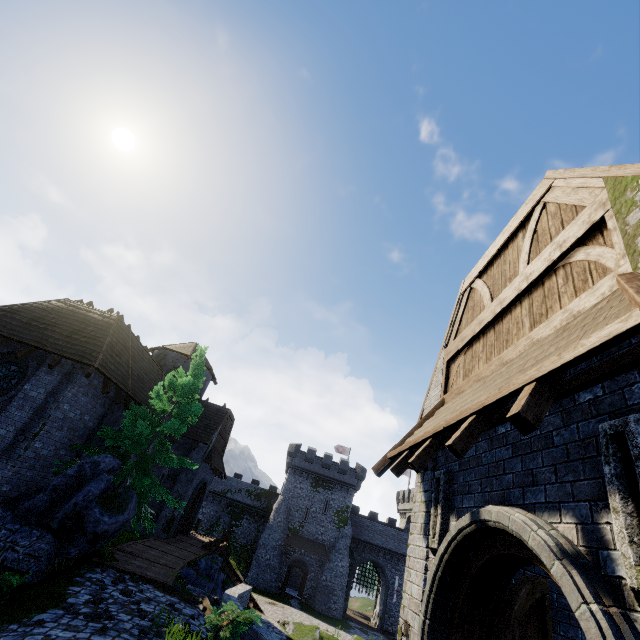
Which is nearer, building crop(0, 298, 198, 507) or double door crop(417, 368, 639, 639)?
double door crop(417, 368, 639, 639)

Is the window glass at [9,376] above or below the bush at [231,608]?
above

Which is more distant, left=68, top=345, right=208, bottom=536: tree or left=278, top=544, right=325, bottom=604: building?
left=278, top=544, right=325, bottom=604: building

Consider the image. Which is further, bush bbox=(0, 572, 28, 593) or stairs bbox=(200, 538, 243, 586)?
stairs bbox=(200, 538, 243, 586)

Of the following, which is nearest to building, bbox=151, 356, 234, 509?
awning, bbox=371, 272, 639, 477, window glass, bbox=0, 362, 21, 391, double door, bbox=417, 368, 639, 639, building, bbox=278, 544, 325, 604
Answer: window glass, bbox=0, 362, 21, 391

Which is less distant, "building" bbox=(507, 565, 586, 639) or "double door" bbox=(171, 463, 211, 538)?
"building" bbox=(507, 565, 586, 639)

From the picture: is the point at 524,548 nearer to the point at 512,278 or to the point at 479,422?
the point at 479,422

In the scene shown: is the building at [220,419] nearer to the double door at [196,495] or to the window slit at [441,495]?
the double door at [196,495]
